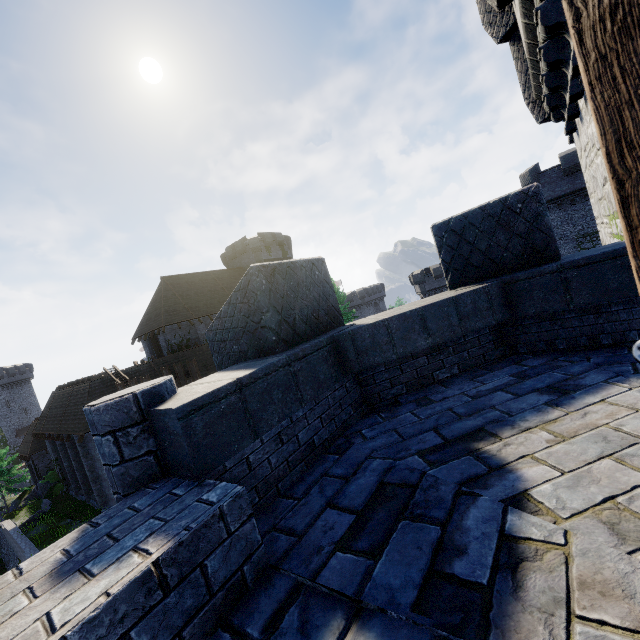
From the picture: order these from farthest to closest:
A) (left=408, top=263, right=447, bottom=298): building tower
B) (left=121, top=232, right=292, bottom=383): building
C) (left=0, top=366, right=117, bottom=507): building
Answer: (left=408, top=263, right=447, bottom=298): building tower
(left=121, top=232, right=292, bottom=383): building
(left=0, top=366, right=117, bottom=507): building

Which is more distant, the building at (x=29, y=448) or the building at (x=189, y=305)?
the building at (x=189, y=305)

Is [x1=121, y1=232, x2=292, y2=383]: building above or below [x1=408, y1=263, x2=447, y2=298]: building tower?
above

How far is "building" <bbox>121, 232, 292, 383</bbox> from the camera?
29.6 meters

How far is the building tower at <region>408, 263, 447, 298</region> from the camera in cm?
5025

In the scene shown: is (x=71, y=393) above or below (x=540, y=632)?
above

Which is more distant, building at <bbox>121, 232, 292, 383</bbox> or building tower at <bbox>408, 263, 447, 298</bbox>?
building tower at <bbox>408, 263, 447, 298</bbox>

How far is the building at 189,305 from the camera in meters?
29.6
